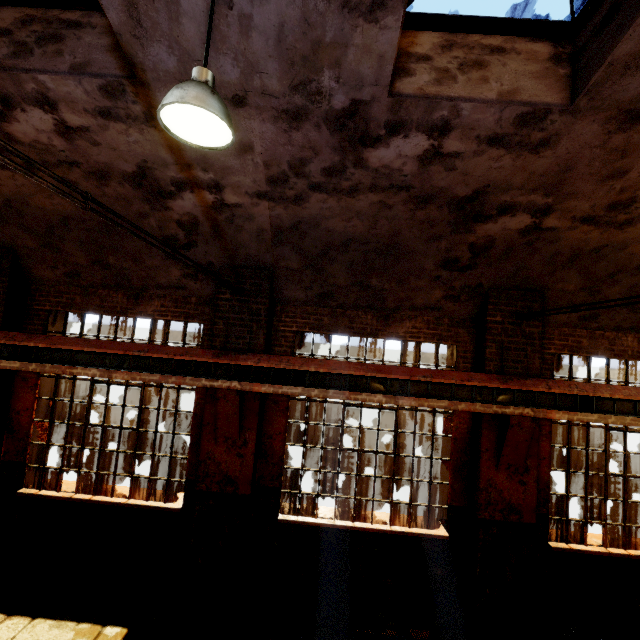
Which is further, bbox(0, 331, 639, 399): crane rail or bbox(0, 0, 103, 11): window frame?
bbox(0, 331, 639, 399): crane rail

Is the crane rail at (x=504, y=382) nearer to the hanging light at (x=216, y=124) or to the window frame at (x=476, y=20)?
the hanging light at (x=216, y=124)

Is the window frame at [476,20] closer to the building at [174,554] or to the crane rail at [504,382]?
the building at [174,554]

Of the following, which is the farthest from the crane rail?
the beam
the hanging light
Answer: the hanging light

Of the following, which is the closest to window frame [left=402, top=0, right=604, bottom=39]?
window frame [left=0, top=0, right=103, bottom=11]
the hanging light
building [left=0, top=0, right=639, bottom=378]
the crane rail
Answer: building [left=0, top=0, right=639, bottom=378]

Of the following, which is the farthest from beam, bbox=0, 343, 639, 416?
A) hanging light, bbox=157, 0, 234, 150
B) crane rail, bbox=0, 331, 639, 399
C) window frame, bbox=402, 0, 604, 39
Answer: window frame, bbox=402, 0, 604, 39

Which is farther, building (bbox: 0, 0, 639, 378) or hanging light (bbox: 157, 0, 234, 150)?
building (bbox: 0, 0, 639, 378)

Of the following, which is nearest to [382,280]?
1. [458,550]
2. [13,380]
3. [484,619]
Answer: [458,550]
